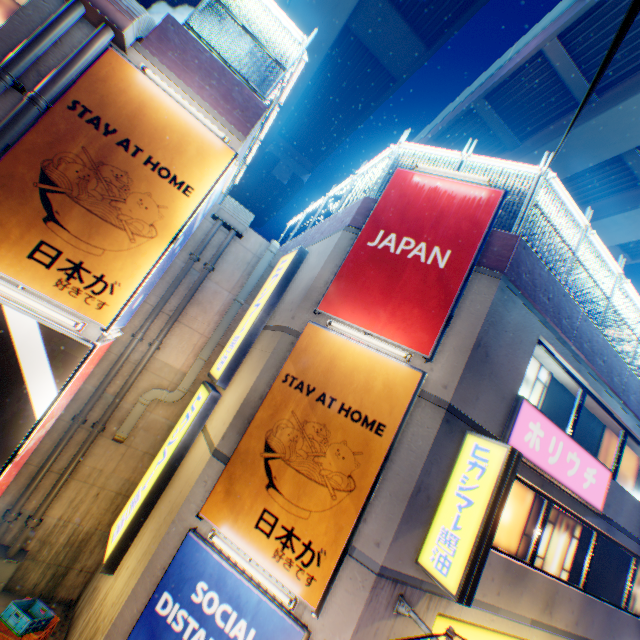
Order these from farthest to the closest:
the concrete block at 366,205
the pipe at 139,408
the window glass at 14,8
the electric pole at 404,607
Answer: the pipe at 139,408 → the concrete block at 366,205 → the window glass at 14,8 → the electric pole at 404,607

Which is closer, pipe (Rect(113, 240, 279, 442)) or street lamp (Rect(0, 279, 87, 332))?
street lamp (Rect(0, 279, 87, 332))

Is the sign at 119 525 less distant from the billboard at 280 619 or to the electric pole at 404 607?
the billboard at 280 619

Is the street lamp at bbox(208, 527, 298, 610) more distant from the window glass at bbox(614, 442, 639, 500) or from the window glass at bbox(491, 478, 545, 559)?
the window glass at bbox(614, 442, 639, 500)

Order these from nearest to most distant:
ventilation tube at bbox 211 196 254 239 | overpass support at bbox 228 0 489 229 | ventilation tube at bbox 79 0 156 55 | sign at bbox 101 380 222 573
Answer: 1. ventilation tube at bbox 79 0 156 55
2. sign at bbox 101 380 222 573
3. ventilation tube at bbox 211 196 254 239
4. overpass support at bbox 228 0 489 229

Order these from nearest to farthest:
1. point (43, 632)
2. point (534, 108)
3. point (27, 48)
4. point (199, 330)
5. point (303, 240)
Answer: point (27, 48) < point (43, 632) < point (199, 330) < point (303, 240) < point (534, 108)

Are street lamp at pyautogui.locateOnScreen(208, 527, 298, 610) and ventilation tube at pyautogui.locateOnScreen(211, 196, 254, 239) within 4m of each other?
no

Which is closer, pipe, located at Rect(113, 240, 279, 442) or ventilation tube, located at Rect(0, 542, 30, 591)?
ventilation tube, located at Rect(0, 542, 30, 591)
